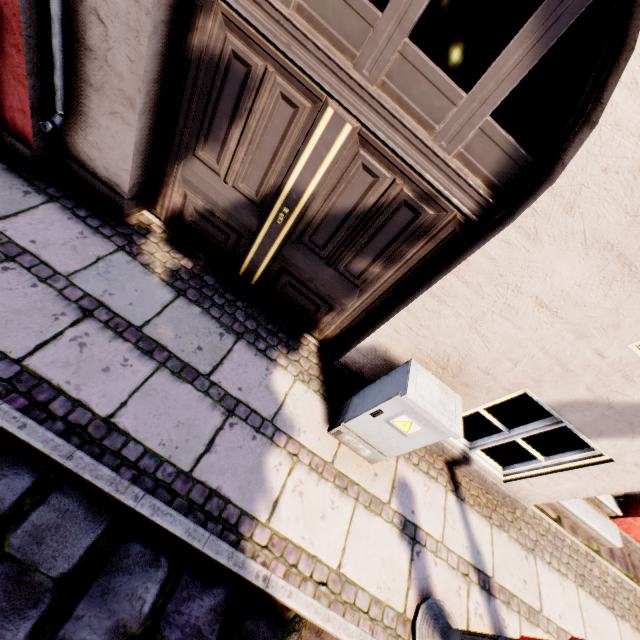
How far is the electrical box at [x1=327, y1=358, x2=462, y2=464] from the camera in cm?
229

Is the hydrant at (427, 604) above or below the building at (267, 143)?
below

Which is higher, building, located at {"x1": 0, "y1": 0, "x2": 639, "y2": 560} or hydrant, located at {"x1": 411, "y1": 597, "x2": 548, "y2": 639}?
building, located at {"x1": 0, "y1": 0, "x2": 639, "y2": 560}

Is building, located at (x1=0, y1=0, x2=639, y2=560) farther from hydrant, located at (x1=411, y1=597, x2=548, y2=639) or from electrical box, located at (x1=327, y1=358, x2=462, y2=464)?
hydrant, located at (x1=411, y1=597, x2=548, y2=639)

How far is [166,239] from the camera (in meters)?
3.21

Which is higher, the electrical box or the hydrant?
the electrical box

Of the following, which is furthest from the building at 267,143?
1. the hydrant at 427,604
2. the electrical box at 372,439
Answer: the hydrant at 427,604

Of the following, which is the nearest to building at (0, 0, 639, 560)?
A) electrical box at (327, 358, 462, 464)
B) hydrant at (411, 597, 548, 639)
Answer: electrical box at (327, 358, 462, 464)
